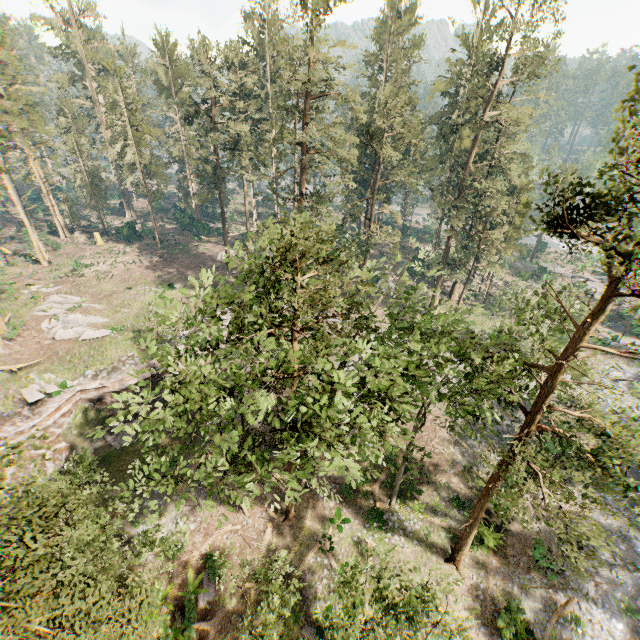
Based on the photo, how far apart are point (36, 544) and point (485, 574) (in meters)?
23.94

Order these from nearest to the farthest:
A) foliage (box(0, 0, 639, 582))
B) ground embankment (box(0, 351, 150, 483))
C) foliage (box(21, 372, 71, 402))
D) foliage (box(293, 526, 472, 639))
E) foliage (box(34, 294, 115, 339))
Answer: foliage (box(0, 0, 639, 582)) → foliage (box(293, 526, 472, 639)) → ground embankment (box(0, 351, 150, 483)) → foliage (box(21, 372, 71, 402)) → foliage (box(34, 294, 115, 339))

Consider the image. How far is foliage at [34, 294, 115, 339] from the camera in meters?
30.2

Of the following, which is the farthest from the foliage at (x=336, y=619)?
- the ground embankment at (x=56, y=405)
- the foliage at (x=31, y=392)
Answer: the foliage at (x=31, y=392)

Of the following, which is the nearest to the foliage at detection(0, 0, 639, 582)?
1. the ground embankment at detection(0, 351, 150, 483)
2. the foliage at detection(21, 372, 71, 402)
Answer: the ground embankment at detection(0, 351, 150, 483)

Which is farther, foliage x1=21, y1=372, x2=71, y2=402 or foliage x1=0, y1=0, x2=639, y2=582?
foliage x1=21, y1=372, x2=71, y2=402

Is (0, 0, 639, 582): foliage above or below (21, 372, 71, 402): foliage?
above

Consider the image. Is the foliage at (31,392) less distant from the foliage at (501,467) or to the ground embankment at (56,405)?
the ground embankment at (56,405)
